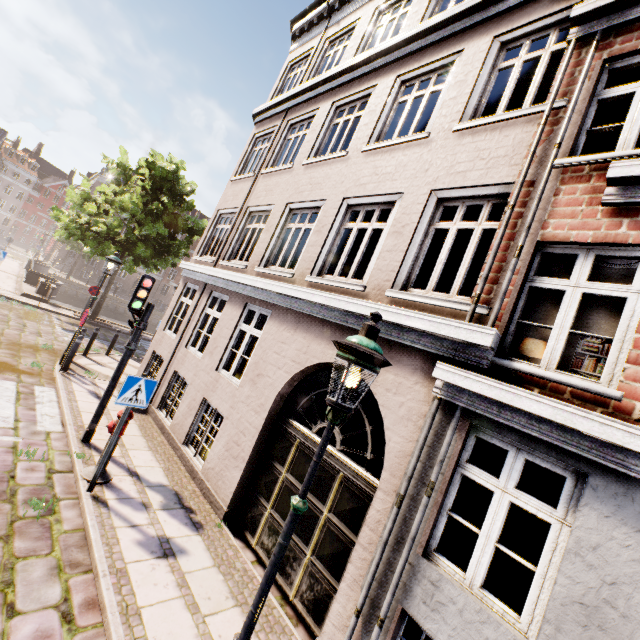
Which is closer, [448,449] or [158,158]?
[448,449]

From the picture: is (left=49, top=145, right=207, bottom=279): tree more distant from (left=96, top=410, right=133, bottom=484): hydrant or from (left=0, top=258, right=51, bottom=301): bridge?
(left=96, top=410, right=133, bottom=484): hydrant

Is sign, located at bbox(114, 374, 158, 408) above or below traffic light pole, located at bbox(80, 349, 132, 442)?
above

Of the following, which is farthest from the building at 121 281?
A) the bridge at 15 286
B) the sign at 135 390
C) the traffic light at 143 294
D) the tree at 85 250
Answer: the sign at 135 390

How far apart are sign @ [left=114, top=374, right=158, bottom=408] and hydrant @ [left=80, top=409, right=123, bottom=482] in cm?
49

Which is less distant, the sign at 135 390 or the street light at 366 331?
the street light at 366 331

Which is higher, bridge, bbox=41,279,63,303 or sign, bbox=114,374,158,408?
sign, bbox=114,374,158,408

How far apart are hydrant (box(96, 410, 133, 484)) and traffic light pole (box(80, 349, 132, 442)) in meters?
0.9 m
